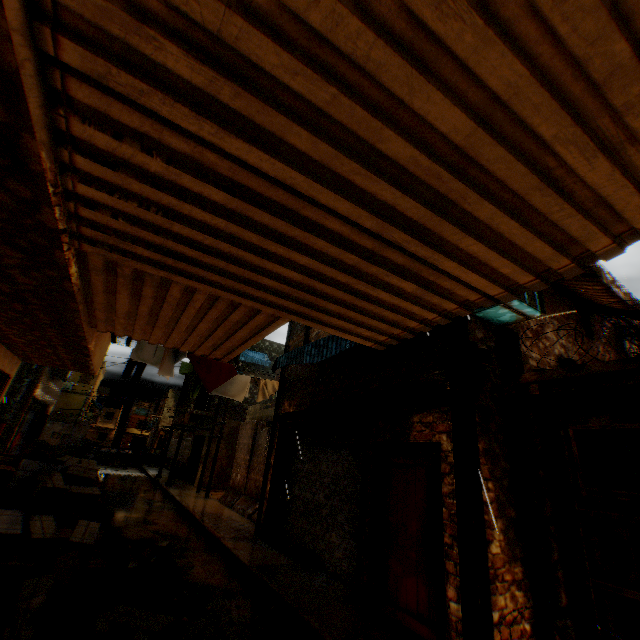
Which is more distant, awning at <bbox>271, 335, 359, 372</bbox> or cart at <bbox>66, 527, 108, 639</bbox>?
awning at <bbox>271, 335, 359, 372</bbox>

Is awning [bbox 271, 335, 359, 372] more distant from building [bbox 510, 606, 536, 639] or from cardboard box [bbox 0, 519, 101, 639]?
cardboard box [bbox 0, 519, 101, 639]

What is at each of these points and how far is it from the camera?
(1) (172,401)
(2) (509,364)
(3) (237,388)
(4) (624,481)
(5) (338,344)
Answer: (1) building, 41.1 meters
(2) wooden beam, 5.6 meters
(3) clothes, 9.3 meters
(4) building, 6.0 meters
(5) awning, 5.9 meters

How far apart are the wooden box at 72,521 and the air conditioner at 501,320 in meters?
7.4 m

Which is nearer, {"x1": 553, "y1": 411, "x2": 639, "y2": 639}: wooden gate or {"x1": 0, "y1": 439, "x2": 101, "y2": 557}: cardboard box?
{"x1": 553, "y1": 411, "x2": 639, "y2": 639}: wooden gate

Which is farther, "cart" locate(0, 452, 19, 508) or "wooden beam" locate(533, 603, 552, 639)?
"cart" locate(0, 452, 19, 508)

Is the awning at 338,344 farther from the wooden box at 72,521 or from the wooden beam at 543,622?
the wooden box at 72,521

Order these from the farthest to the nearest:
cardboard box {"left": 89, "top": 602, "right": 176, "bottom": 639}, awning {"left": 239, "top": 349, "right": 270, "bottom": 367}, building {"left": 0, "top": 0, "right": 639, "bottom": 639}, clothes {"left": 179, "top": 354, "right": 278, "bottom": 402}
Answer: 1. awning {"left": 239, "top": 349, "right": 270, "bottom": 367}
2. clothes {"left": 179, "top": 354, "right": 278, "bottom": 402}
3. cardboard box {"left": 89, "top": 602, "right": 176, "bottom": 639}
4. building {"left": 0, "top": 0, "right": 639, "bottom": 639}
